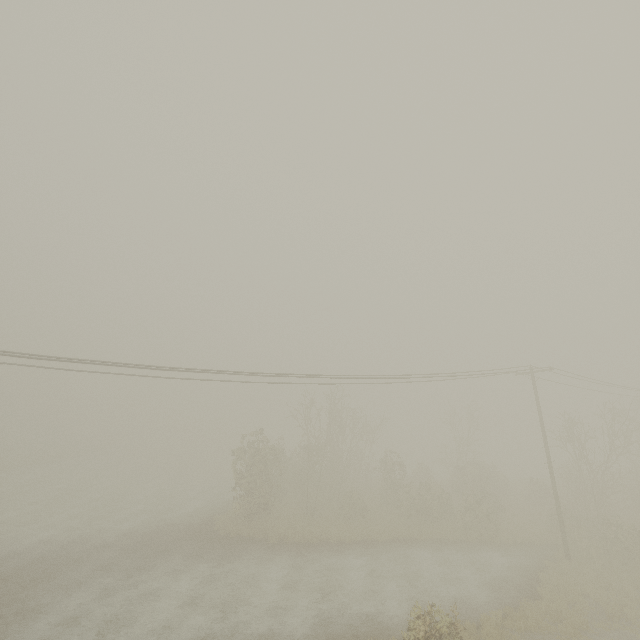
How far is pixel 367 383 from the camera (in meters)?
19.22
